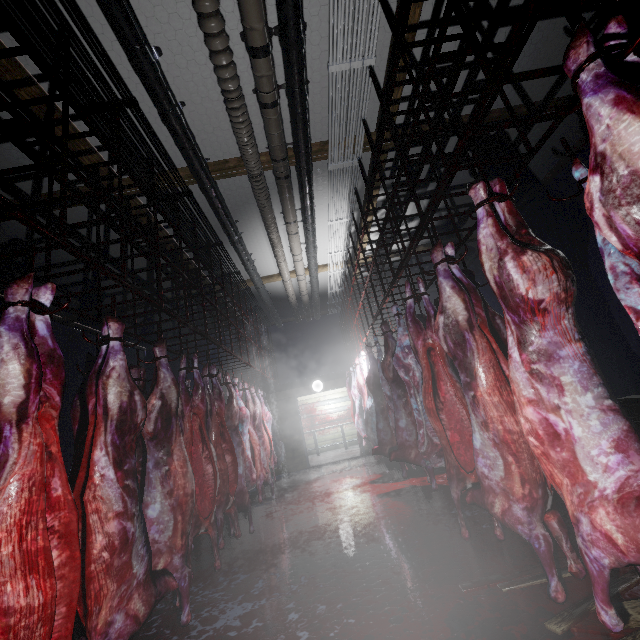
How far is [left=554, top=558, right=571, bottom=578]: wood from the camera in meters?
2.0 m

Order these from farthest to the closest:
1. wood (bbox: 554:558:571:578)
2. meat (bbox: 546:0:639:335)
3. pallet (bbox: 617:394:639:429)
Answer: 1. pallet (bbox: 617:394:639:429)
2. wood (bbox: 554:558:571:578)
3. meat (bbox: 546:0:639:335)

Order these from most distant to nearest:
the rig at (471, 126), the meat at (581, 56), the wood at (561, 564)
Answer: the wood at (561, 564)
the rig at (471, 126)
the meat at (581, 56)

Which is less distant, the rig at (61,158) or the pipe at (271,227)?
the rig at (61,158)

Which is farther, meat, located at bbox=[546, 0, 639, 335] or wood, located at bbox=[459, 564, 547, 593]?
wood, located at bbox=[459, 564, 547, 593]

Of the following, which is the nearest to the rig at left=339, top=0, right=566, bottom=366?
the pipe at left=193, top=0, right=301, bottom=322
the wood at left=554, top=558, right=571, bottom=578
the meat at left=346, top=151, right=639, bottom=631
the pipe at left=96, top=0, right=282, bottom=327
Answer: the meat at left=346, top=151, right=639, bottom=631

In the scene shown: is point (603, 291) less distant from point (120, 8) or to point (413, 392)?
point (413, 392)

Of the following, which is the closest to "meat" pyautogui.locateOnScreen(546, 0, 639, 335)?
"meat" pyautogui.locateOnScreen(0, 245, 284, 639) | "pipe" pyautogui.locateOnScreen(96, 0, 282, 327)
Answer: "meat" pyautogui.locateOnScreen(0, 245, 284, 639)
